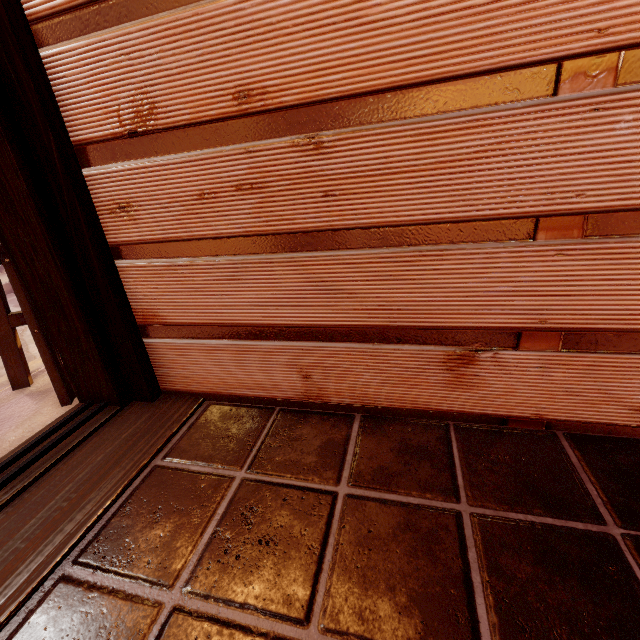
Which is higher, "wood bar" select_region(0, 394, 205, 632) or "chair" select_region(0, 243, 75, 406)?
"chair" select_region(0, 243, 75, 406)

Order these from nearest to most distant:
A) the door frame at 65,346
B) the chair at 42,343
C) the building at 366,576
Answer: the building at 366,576 → the door frame at 65,346 → the chair at 42,343

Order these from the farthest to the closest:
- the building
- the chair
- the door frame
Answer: the chair → the door frame → the building

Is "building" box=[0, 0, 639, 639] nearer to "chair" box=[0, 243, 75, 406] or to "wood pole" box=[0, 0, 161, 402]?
"wood pole" box=[0, 0, 161, 402]

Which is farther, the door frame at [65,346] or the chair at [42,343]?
the chair at [42,343]

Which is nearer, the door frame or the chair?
the door frame

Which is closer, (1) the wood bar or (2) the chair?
(1) the wood bar

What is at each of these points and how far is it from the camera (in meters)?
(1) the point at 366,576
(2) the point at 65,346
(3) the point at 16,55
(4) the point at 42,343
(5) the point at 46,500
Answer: (1) building, 1.34
(2) door frame, 2.40
(3) wood pole, 1.71
(4) chair, 2.62
(5) wood bar, 1.83
